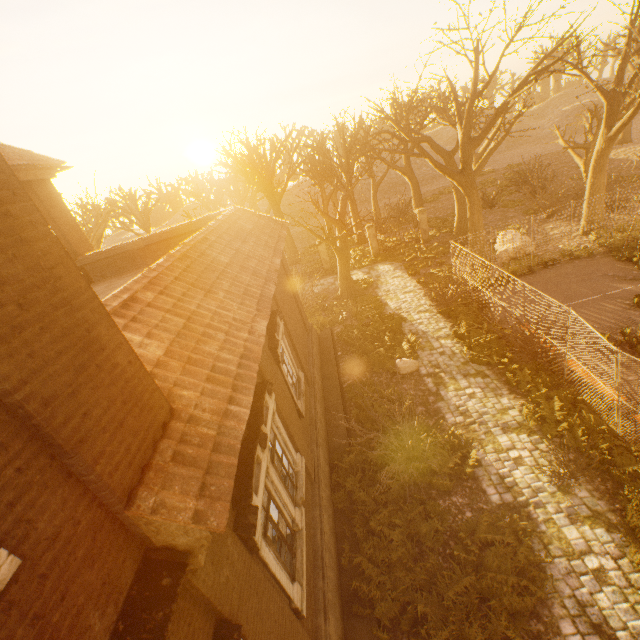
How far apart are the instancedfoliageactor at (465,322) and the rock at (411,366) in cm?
182

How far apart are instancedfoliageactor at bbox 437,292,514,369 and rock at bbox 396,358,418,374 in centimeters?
182cm

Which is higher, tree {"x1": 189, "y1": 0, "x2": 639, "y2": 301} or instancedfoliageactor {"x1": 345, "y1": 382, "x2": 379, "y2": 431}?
tree {"x1": 189, "y1": 0, "x2": 639, "y2": 301}

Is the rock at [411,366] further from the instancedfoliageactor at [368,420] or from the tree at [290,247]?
the tree at [290,247]

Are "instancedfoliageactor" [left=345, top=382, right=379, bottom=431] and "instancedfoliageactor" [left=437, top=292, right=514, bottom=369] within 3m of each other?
no

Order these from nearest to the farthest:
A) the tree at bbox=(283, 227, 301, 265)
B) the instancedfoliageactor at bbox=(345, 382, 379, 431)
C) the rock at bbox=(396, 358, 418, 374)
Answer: the instancedfoliageactor at bbox=(345, 382, 379, 431) → the rock at bbox=(396, 358, 418, 374) → the tree at bbox=(283, 227, 301, 265)

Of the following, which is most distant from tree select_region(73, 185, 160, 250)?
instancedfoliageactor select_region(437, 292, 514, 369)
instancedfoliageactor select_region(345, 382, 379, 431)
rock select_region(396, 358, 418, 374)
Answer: instancedfoliageactor select_region(345, 382, 379, 431)

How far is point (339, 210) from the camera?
18.7 meters
